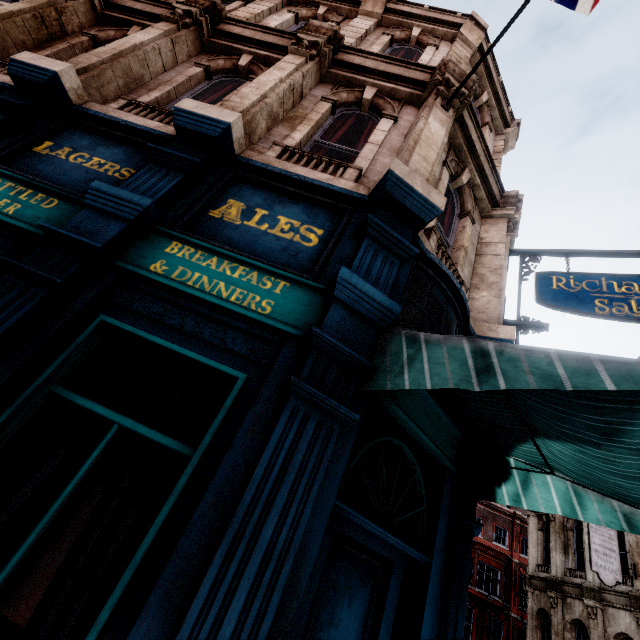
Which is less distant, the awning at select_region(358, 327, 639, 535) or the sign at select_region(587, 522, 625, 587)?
the awning at select_region(358, 327, 639, 535)

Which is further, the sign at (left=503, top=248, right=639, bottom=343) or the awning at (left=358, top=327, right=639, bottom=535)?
the sign at (left=503, top=248, right=639, bottom=343)

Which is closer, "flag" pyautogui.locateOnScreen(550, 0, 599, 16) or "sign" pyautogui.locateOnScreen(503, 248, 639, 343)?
"flag" pyautogui.locateOnScreen(550, 0, 599, 16)

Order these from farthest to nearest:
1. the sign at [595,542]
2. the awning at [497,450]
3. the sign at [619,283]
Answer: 1. the sign at [595,542]
2. the sign at [619,283]
3. the awning at [497,450]

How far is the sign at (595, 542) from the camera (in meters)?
12.96

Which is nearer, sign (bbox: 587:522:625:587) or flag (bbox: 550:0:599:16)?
flag (bbox: 550:0:599:16)

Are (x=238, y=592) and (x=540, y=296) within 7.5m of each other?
yes

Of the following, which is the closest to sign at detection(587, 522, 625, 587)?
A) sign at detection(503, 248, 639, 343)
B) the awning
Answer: sign at detection(503, 248, 639, 343)
